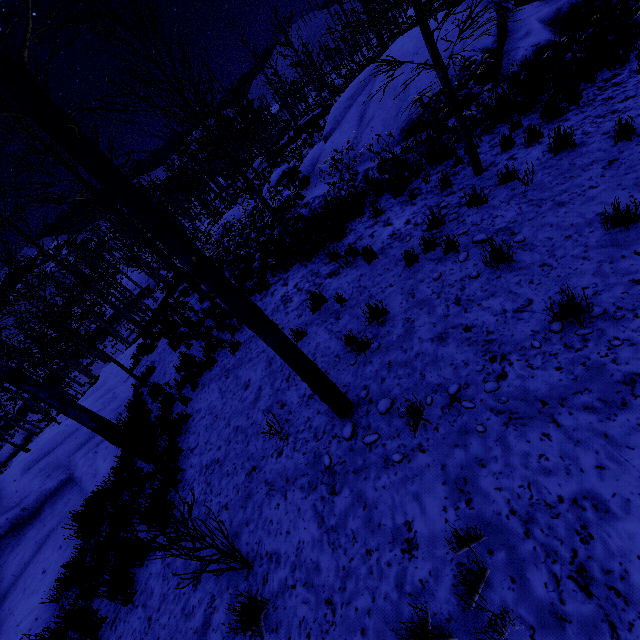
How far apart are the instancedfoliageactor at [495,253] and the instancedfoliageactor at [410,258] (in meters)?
1.10

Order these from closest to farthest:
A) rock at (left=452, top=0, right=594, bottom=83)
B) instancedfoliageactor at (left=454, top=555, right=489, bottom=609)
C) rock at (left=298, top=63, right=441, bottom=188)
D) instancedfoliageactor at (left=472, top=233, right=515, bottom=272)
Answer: instancedfoliageactor at (left=454, top=555, right=489, bottom=609)
instancedfoliageactor at (left=472, top=233, right=515, bottom=272)
rock at (left=452, top=0, right=594, bottom=83)
rock at (left=298, top=63, right=441, bottom=188)

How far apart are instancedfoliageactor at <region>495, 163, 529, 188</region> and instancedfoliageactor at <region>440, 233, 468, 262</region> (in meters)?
1.55

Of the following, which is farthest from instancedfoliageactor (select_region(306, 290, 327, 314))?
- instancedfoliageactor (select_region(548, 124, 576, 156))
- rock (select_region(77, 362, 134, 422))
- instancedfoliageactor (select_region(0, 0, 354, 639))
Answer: rock (select_region(77, 362, 134, 422))

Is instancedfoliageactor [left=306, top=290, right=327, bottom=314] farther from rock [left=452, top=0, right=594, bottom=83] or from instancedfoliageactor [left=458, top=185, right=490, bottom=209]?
rock [left=452, top=0, right=594, bottom=83]

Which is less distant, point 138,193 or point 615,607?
point 615,607

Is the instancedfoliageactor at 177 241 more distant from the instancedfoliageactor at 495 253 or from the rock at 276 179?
the instancedfoliageactor at 495 253

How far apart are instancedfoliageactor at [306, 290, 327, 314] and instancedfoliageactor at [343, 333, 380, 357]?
1.6 meters
